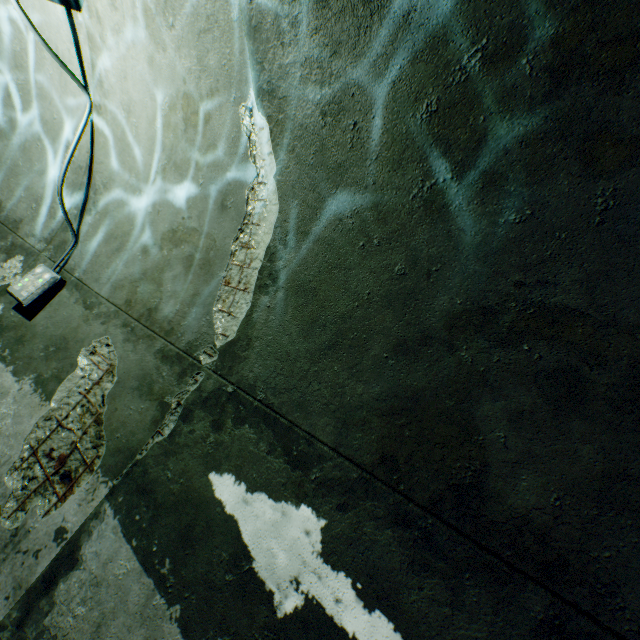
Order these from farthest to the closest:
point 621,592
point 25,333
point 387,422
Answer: point 25,333, point 387,422, point 621,592

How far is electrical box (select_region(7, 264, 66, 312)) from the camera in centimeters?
304cm

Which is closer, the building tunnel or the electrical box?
the building tunnel

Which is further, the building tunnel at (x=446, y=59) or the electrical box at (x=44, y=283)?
the electrical box at (x=44, y=283)

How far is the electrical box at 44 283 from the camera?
3.0m
